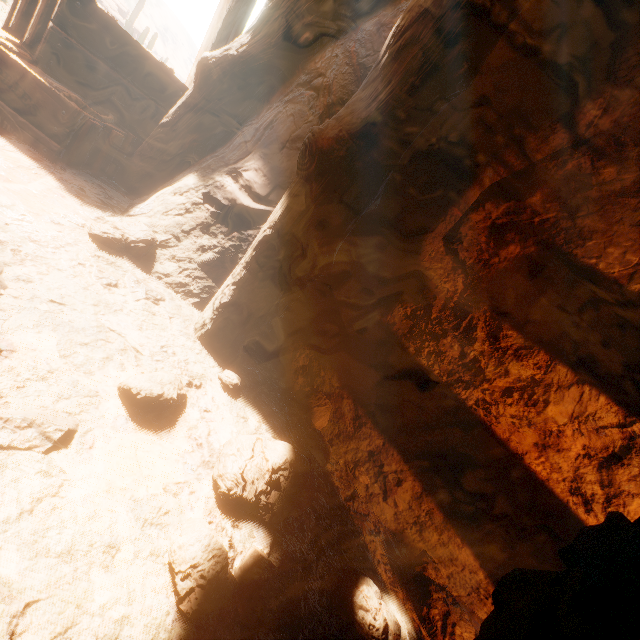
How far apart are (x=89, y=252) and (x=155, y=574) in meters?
1.7 m

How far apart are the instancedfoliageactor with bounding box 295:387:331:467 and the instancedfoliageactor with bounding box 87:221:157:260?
1.4m

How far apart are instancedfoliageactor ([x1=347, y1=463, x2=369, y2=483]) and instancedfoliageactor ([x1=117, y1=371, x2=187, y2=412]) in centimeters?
105cm

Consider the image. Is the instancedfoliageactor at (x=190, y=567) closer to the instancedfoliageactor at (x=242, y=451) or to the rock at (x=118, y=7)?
the instancedfoliageactor at (x=242, y=451)

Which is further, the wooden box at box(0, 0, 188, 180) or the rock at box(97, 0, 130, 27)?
the rock at box(97, 0, 130, 27)

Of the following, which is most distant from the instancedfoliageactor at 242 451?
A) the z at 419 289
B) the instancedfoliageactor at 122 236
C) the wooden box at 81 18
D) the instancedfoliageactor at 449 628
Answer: the wooden box at 81 18

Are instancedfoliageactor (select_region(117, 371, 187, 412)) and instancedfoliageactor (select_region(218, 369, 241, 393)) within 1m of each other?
yes

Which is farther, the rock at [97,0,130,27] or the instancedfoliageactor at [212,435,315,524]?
the rock at [97,0,130,27]
